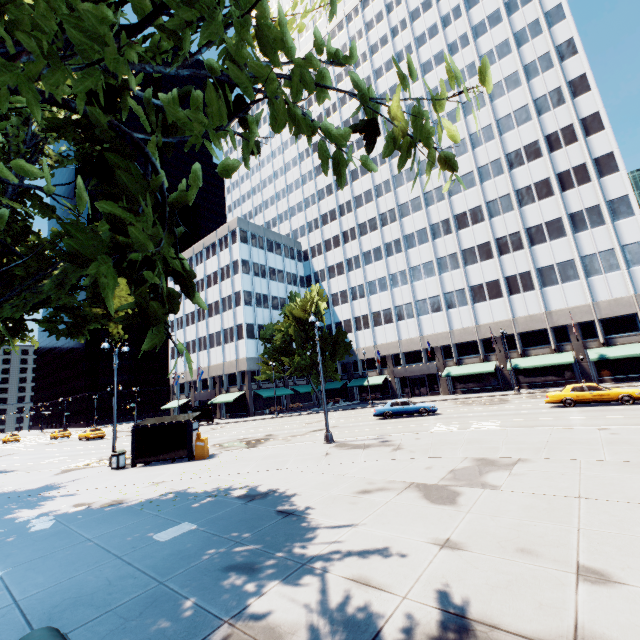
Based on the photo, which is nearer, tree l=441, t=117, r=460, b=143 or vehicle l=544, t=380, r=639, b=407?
tree l=441, t=117, r=460, b=143

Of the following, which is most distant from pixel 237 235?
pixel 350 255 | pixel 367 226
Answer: pixel 367 226

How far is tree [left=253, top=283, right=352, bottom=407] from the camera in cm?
4578

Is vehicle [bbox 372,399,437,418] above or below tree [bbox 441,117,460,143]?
below

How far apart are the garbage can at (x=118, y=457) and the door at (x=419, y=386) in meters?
40.4 m

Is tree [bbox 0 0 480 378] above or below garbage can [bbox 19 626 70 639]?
above

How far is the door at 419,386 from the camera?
48.38m

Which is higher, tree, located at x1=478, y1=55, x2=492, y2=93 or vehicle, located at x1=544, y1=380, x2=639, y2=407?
tree, located at x1=478, y1=55, x2=492, y2=93
